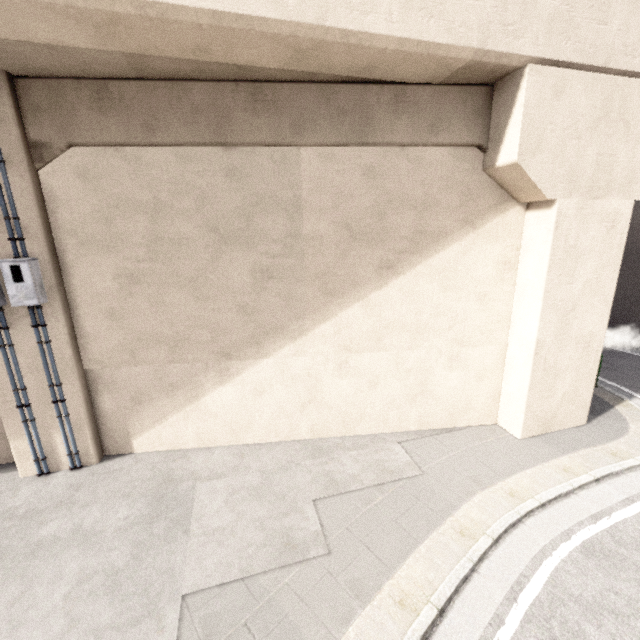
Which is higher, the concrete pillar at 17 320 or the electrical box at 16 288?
the electrical box at 16 288

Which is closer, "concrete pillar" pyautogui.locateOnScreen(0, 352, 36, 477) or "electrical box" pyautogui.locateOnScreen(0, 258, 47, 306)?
"electrical box" pyautogui.locateOnScreen(0, 258, 47, 306)

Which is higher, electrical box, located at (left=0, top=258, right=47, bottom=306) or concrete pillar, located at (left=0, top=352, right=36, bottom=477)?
electrical box, located at (left=0, top=258, right=47, bottom=306)

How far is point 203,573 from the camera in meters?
4.4 m

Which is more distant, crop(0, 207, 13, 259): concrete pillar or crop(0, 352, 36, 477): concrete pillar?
crop(0, 352, 36, 477): concrete pillar

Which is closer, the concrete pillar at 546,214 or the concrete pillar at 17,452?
the concrete pillar at 546,214
